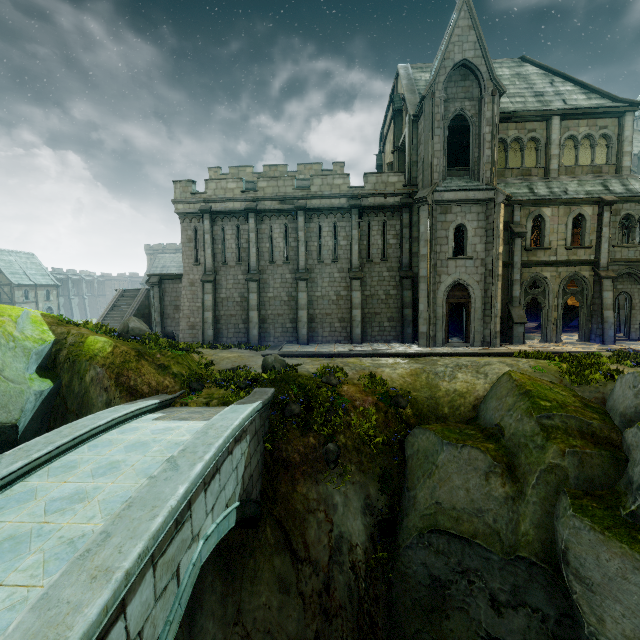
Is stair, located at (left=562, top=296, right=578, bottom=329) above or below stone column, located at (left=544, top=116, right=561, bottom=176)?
below

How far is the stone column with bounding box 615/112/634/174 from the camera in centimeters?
1919cm

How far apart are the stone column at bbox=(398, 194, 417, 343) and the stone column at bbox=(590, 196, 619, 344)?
9.94m

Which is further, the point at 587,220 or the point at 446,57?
the point at 587,220

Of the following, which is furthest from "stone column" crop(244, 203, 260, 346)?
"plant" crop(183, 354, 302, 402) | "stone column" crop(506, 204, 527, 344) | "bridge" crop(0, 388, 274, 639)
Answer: "stone column" crop(506, 204, 527, 344)

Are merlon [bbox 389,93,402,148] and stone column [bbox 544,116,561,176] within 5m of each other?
no

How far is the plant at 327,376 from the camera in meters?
10.5

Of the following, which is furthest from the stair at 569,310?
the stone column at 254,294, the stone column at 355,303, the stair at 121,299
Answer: the stair at 121,299
